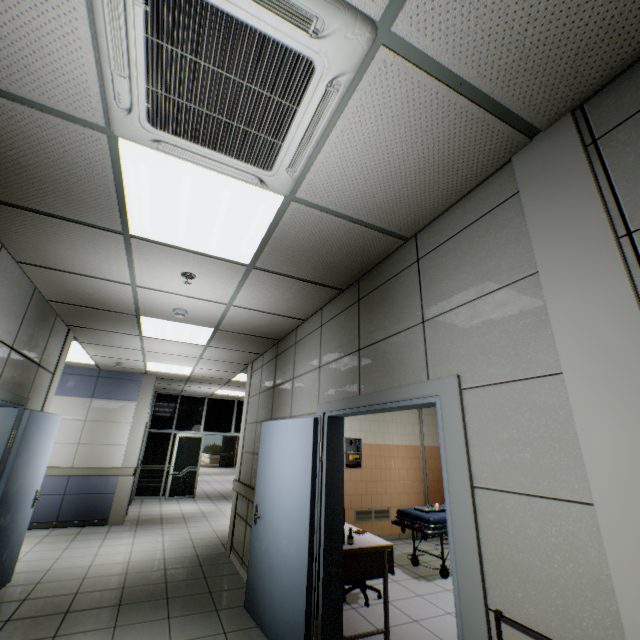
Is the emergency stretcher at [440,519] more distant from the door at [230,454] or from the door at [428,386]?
the door at [230,454]

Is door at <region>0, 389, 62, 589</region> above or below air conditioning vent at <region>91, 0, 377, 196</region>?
below

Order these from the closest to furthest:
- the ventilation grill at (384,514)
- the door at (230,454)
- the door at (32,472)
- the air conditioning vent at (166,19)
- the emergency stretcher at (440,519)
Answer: the air conditioning vent at (166,19)
the door at (32,472)
the emergency stretcher at (440,519)
the ventilation grill at (384,514)
the door at (230,454)

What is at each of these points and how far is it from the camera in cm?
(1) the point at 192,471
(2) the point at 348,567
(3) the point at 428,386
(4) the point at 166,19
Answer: (1) door, 1070
(2) laboratory table, 312
(3) door, 199
(4) air conditioning vent, 118

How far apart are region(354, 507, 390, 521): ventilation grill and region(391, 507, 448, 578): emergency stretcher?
1.3 meters

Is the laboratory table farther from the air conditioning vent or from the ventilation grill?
the air conditioning vent

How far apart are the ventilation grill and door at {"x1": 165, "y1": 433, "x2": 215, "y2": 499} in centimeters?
647cm

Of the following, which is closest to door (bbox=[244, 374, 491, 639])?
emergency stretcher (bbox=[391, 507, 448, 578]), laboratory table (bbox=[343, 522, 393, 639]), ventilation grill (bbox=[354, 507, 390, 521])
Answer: laboratory table (bbox=[343, 522, 393, 639])
